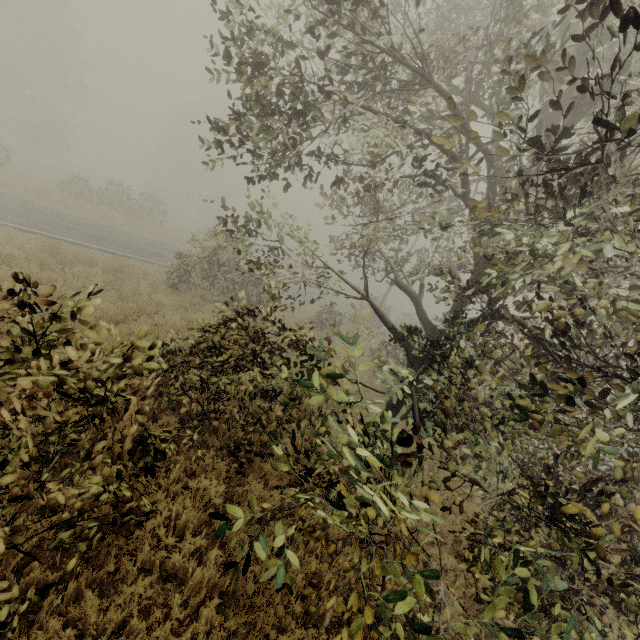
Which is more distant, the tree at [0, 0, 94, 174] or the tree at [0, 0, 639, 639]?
the tree at [0, 0, 94, 174]

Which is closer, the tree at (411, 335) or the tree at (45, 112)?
the tree at (411, 335)

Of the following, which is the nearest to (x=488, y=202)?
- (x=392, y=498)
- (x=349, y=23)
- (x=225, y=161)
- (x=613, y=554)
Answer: (x=349, y=23)
